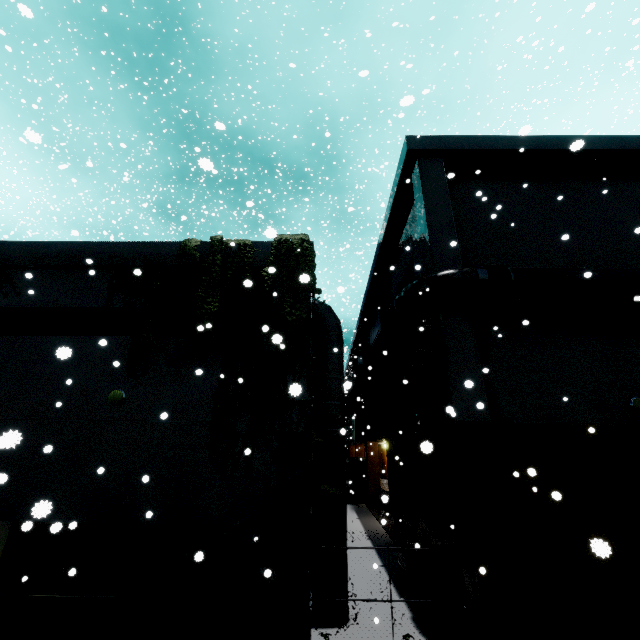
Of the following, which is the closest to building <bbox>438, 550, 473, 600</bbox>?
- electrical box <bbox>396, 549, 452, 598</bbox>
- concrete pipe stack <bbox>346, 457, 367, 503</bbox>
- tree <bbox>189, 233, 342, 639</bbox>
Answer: tree <bbox>189, 233, 342, 639</bbox>

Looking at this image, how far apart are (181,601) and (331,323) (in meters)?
8.38

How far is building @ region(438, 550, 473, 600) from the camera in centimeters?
804cm

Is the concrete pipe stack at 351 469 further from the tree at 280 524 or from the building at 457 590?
the tree at 280 524

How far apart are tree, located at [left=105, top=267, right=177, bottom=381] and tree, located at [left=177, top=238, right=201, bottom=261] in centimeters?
28cm

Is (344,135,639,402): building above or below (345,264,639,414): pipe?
above

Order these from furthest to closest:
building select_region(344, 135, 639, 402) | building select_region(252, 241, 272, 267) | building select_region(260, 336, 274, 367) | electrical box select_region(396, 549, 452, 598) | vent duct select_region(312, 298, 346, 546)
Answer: building select_region(344, 135, 639, 402), building select_region(252, 241, 272, 267), electrical box select_region(396, 549, 452, 598), building select_region(260, 336, 274, 367), vent duct select_region(312, 298, 346, 546)

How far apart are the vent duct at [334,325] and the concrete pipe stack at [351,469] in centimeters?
2085cm
